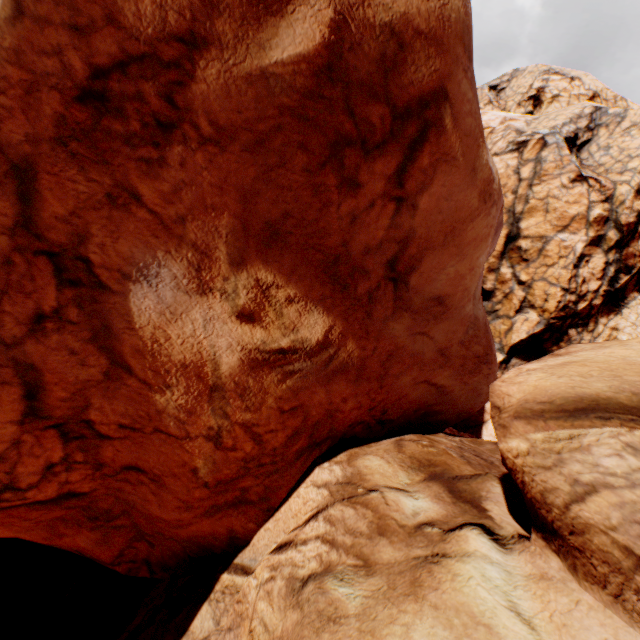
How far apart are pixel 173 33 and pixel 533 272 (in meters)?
24.66
